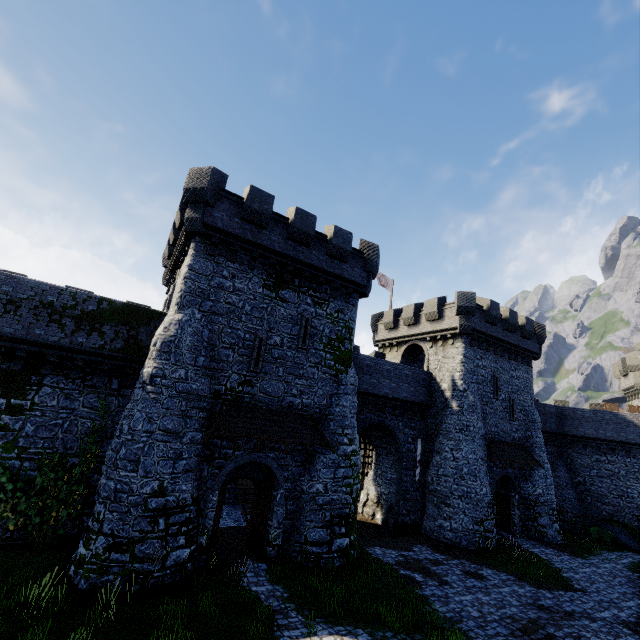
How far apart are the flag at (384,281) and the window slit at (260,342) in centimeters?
1862cm

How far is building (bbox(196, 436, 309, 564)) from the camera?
13.4m

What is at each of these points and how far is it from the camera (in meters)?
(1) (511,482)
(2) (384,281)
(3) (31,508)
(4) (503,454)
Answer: (1) building, 24.55
(2) flag, 33.09
(3) ivy, 12.84
(4) awning, 23.17

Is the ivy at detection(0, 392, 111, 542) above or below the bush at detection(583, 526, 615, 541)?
above

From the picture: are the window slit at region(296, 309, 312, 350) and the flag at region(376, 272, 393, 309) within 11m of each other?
no

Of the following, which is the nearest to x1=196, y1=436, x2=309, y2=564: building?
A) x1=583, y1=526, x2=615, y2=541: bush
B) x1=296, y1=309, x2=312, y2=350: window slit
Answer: x1=296, y1=309, x2=312, y2=350: window slit

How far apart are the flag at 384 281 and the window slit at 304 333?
16.13m

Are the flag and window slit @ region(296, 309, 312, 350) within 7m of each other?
no
